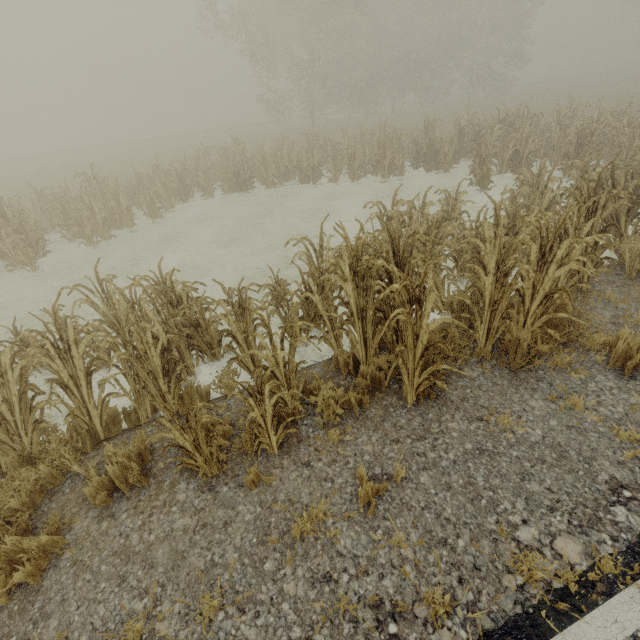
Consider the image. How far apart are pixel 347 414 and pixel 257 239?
8.8m
